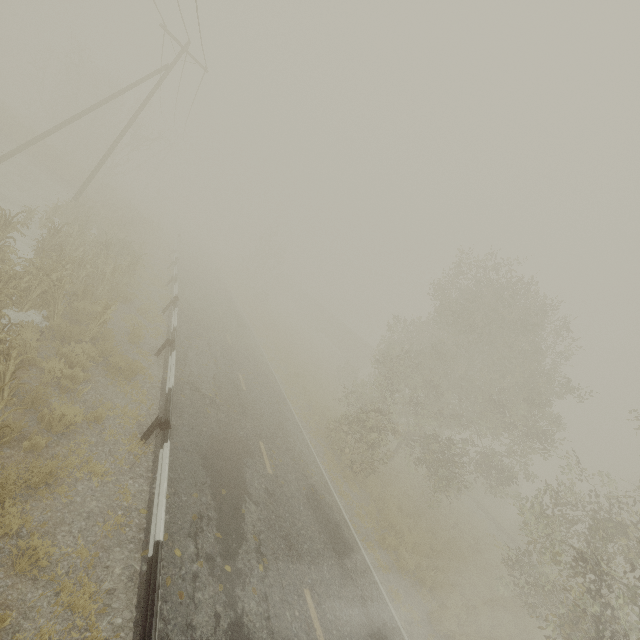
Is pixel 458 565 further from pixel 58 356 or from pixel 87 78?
pixel 87 78

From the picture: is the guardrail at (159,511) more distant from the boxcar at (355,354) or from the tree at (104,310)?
the boxcar at (355,354)

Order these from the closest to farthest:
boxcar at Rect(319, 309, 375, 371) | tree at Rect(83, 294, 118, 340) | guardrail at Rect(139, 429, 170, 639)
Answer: guardrail at Rect(139, 429, 170, 639) → tree at Rect(83, 294, 118, 340) → boxcar at Rect(319, 309, 375, 371)

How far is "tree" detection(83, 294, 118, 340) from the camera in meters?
9.8

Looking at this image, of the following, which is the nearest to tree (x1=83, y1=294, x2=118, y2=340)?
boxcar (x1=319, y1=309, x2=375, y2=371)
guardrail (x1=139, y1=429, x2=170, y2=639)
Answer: guardrail (x1=139, y1=429, x2=170, y2=639)

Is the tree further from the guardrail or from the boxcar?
the boxcar

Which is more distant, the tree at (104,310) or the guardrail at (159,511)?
the tree at (104,310)

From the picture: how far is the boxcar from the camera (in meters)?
48.47
